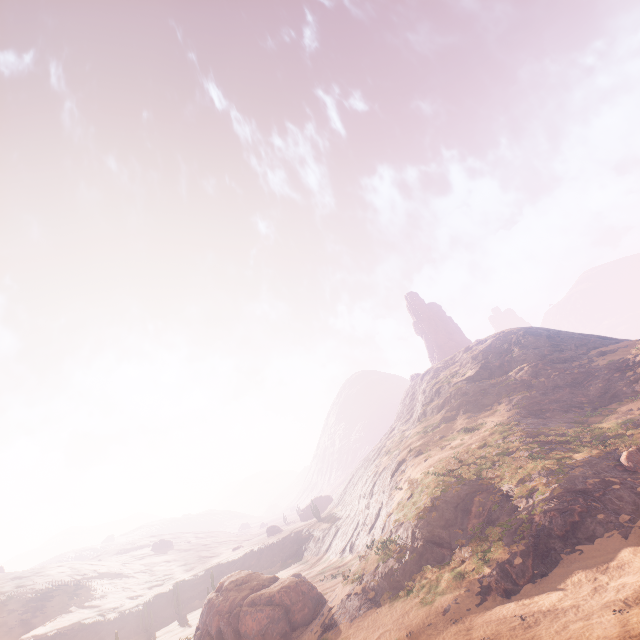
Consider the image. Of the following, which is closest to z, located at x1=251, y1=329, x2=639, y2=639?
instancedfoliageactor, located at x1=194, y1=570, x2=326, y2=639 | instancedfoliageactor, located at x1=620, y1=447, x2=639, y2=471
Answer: instancedfoliageactor, located at x1=620, y1=447, x2=639, y2=471

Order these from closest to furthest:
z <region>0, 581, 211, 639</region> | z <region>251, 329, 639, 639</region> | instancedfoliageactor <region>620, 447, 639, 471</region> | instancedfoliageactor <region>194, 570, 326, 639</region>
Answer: z <region>251, 329, 639, 639</region>, instancedfoliageactor <region>620, 447, 639, 471</region>, instancedfoliageactor <region>194, 570, 326, 639</region>, z <region>0, 581, 211, 639</region>

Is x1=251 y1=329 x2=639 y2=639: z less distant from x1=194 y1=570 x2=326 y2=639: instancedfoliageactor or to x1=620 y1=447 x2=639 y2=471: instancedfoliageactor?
x1=620 y1=447 x2=639 y2=471: instancedfoliageactor

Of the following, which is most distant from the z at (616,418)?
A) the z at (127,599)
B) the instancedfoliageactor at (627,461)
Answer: A: the z at (127,599)

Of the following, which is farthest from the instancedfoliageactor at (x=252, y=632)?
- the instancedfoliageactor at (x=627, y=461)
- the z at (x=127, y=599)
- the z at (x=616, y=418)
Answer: the z at (x=127, y=599)

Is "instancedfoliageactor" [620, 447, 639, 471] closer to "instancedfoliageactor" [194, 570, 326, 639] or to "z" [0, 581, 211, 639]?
"instancedfoliageactor" [194, 570, 326, 639]

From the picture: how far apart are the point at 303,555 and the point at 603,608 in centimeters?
5518cm
